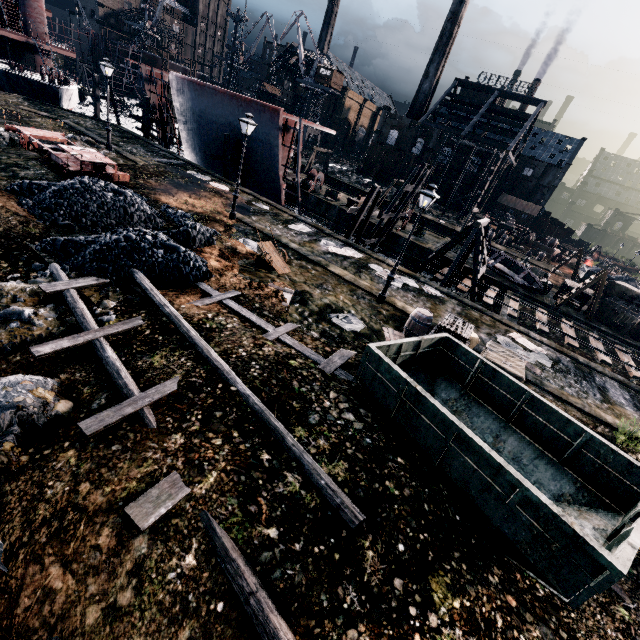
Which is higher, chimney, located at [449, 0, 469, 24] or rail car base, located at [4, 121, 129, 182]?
chimney, located at [449, 0, 469, 24]

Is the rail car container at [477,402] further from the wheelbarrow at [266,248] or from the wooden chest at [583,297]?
the wooden chest at [583,297]

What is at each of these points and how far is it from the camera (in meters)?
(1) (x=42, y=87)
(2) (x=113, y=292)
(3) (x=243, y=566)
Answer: (1) ship, 35.81
(2) stone debris, 10.47
(3) wooden scaffolding, 5.01

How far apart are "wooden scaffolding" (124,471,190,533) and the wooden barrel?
10.3 meters

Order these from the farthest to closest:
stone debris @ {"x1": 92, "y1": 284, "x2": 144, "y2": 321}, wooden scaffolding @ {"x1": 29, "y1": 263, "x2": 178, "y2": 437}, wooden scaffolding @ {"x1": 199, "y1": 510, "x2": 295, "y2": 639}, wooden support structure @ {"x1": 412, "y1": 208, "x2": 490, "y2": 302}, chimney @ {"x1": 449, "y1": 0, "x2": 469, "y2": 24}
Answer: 1. chimney @ {"x1": 449, "y1": 0, "x2": 469, "y2": 24}
2. wooden support structure @ {"x1": 412, "y1": 208, "x2": 490, "y2": 302}
3. stone debris @ {"x1": 92, "y1": 284, "x2": 144, "y2": 321}
4. wooden scaffolding @ {"x1": 29, "y1": 263, "x2": 178, "y2": 437}
5. wooden scaffolding @ {"x1": 199, "y1": 510, "x2": 295, "y2": 639}

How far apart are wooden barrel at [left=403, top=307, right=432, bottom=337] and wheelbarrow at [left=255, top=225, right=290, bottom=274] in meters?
6.2 m

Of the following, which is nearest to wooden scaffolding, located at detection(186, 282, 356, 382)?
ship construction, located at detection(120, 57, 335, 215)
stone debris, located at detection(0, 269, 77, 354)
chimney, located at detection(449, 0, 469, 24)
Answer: stone debris, located at detection(0, 269, 77, 354)

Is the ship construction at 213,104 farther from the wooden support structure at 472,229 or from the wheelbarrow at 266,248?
the wheelbarrow at 266,248
